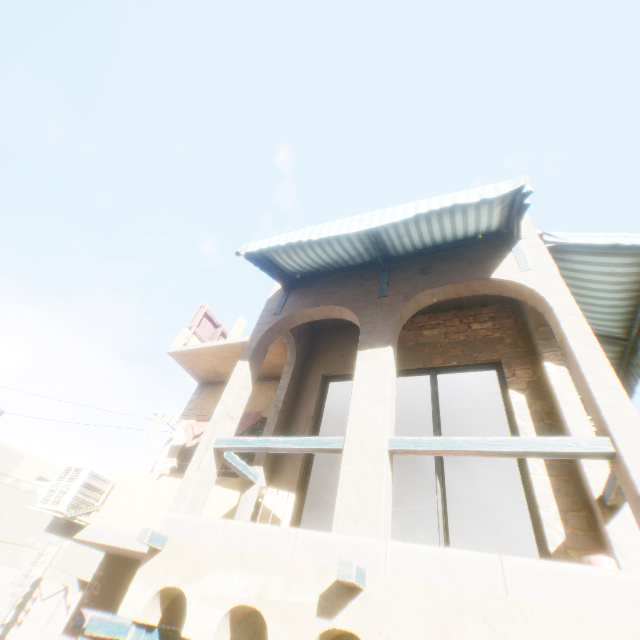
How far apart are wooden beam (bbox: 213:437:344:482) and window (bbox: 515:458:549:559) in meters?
1.6 m

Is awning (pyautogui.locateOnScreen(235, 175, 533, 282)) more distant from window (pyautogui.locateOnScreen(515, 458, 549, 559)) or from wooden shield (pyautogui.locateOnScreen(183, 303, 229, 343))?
wooden shield (pyautogui.locateOnScreen(183, 303, 229, 343))

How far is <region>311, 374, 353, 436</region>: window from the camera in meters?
6.0

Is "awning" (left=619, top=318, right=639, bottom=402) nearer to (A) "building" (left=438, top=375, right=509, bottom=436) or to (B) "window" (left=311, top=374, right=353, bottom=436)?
(A) "building" (left=438, top=375, right=509, bottom=436)

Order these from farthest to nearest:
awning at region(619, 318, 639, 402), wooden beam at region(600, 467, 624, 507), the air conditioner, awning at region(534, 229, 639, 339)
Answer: the air conditioner < awning at region(619, 318, 639, 402) < awning at region(534, 229, 639, 339) < wooden beam at region(600, 467, 624, 507)

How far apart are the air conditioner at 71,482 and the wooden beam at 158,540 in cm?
329

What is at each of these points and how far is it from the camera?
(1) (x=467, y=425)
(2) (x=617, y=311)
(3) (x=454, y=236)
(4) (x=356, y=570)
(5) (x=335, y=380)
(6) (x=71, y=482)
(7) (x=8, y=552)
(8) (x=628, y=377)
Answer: (1) building, 9.5m
(2) awning, 5.1m
(3) awning, 5.0m
(4) wooden beam, 2.5m
(5) window, 6.7m
(6) air conditioner, 6.2m
(7) building, 17.0m
(8) awning, 5.6m

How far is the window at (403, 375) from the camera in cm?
493
